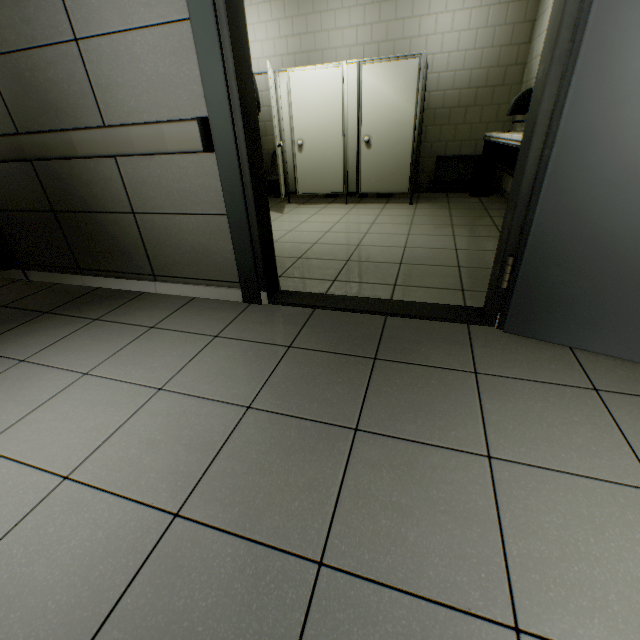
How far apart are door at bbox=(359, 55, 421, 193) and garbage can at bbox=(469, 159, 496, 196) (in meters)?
1.27

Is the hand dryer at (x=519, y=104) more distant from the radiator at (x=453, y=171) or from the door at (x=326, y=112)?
the door at (x=326, y=112)

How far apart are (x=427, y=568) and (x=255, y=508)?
0.5 meters

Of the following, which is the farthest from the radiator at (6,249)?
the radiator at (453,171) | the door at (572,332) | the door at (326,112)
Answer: the radiator at (453,171)

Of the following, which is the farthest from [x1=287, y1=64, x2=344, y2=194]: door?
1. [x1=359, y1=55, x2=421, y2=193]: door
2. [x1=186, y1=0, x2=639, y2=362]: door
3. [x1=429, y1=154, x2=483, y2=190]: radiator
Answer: [x1=186, y1=0, x2=639, y2=362]: door

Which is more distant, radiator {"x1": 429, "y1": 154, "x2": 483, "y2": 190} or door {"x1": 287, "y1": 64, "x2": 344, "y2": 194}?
radiator {"x1": 429, "y1": 154, "x2": 483, "y2": 190}

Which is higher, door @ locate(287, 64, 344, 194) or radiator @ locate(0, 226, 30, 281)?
door @ locate(287, 64, 344, 194)

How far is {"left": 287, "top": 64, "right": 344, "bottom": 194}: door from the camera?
4.77m
